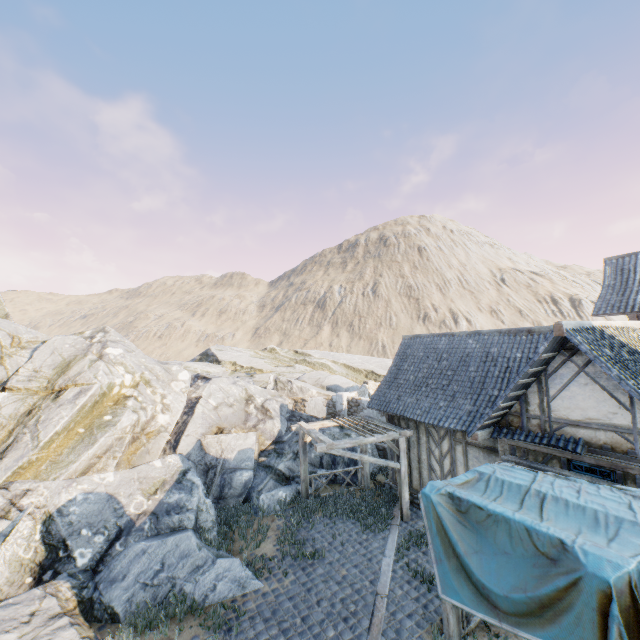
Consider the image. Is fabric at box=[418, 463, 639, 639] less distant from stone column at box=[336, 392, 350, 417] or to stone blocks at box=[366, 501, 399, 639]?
stone blocks at box=[366, 501, 399, 639]

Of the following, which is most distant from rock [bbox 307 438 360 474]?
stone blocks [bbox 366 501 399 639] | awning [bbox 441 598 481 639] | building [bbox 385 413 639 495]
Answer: awning [bbox 441 598 481 639]

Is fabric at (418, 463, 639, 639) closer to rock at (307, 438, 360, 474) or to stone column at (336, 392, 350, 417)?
rock at (307, 438, 360, 474)

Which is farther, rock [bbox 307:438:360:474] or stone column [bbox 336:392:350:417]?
stone column [bbox 336:392:350:417]

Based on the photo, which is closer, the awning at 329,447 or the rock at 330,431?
the awning at 329,447

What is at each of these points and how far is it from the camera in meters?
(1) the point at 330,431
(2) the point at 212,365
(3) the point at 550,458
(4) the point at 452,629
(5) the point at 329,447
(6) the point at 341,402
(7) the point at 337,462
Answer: (1) rock, 16.5
(2) rock, 27.2
(3) building, 7.9
(4) awning, 6.4
(5) awning, 10.1
(6) stone column, 19.1
(7) rock, 15.0

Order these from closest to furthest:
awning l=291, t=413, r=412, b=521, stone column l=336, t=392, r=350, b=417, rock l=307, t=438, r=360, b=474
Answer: awning l=291, t=413, r=412, b=521 → rock l=307, t=438, r=360, b=474 → stone column l=336, t=392, r=350, b=417

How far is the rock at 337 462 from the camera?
14.51m
